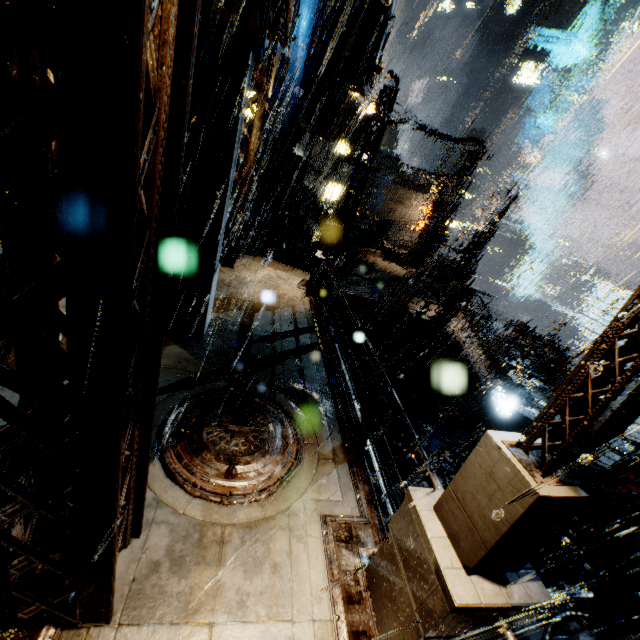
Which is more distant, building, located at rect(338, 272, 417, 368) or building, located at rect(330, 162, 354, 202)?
building, located at rect(330, 162, 354, 202)

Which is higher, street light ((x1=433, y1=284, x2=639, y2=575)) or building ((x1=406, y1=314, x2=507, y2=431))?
street light ((x1=433, y1=284, x2=639, y2=575))

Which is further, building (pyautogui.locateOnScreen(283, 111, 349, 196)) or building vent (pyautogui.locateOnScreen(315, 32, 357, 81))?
building (pyautogui.locateOnScreen(283, 111, 349, 196))

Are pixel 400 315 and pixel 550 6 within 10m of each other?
no

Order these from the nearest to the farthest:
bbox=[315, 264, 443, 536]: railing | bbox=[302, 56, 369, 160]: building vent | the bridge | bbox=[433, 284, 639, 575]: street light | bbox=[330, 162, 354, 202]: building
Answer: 1. bbox=[433, 284, 639, 575]: street light
2. bbox=[315, 264, 443, 536]: railing
3. bbox=[302, 56, 369, 160]: building vent
4. the bridge
5. bbox=[330, 162, 354, 202]: building

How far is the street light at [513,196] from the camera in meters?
14.5

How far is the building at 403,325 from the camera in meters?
17.8

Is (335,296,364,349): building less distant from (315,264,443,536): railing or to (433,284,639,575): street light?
(315,264,443,536): railing
